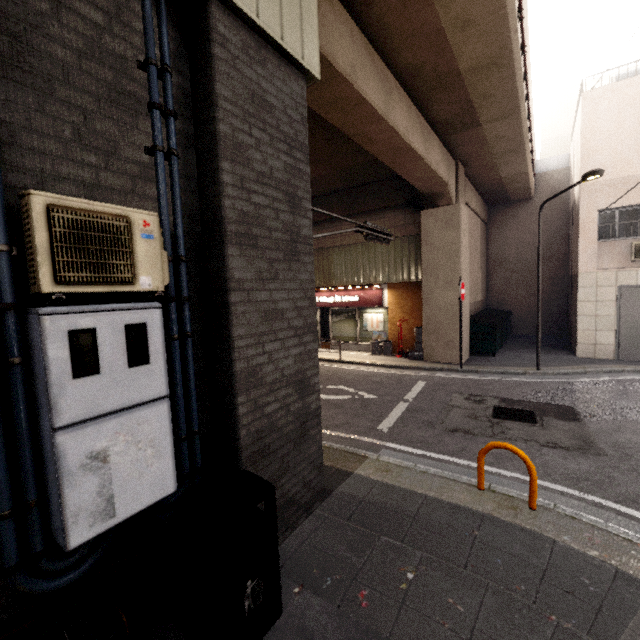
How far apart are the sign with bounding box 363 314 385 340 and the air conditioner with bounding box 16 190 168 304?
11.99m

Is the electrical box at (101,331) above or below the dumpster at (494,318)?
above

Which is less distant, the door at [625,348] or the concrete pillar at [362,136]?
the concrete pillar at [362,136]

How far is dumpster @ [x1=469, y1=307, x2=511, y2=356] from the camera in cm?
1198

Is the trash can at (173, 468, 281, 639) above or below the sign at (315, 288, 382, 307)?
below

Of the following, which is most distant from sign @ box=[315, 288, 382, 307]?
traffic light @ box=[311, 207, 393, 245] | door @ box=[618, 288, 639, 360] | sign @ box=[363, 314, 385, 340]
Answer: door @ box=[618, 288, 639, 360]

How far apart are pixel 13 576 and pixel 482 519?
4.17m

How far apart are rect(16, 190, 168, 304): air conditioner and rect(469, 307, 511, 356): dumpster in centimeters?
1204cm
